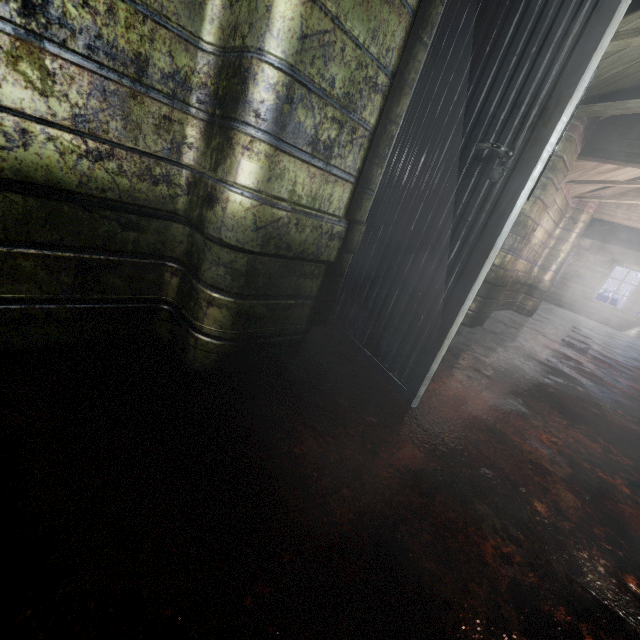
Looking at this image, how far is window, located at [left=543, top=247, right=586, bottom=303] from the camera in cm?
1085

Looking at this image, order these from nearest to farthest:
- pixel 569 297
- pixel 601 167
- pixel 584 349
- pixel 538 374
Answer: pixel 538 374
pixel 601 167
pixel 584 349
pixel 569 297

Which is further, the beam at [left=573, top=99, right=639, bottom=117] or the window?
the window

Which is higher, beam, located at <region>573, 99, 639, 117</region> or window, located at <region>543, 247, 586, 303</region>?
beam, located at <region>573, 99, 639, 117</region>

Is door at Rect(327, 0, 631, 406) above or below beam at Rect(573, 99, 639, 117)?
below

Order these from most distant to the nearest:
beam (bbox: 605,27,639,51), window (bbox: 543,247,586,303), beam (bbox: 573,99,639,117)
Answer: window (bbox: 543,247,586,303) → beam (bbox: 573,99,639,117) → beam (bbox: 605,27,639,51)

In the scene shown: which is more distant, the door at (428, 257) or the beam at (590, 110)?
the beam at (590, 110)
